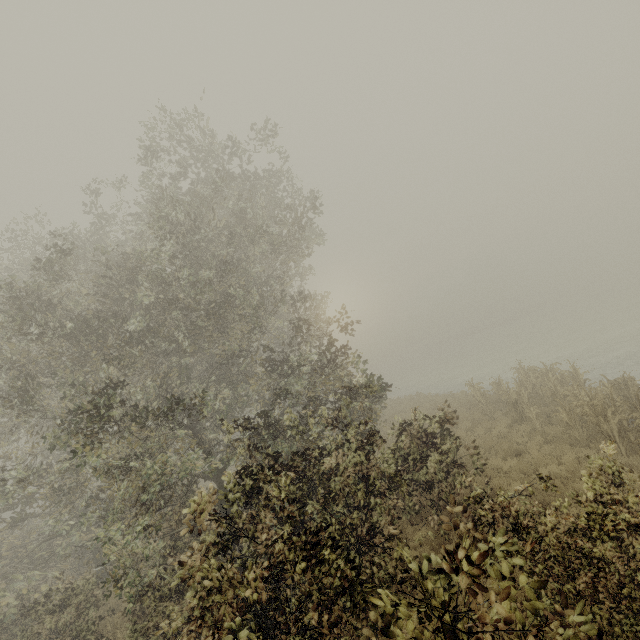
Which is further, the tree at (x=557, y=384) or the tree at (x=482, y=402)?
the tree at (x=482, y=402)

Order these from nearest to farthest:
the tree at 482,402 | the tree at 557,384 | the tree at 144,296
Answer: the tree at 144,296, the tree at 557,384, the tree at 482,402

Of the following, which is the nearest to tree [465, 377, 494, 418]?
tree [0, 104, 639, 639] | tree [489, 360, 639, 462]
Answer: tree [489, 360, 639, 462]

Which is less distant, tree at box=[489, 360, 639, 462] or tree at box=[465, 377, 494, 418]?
tree at box=[489, 360, 639, 462]

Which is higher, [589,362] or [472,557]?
[472,557]

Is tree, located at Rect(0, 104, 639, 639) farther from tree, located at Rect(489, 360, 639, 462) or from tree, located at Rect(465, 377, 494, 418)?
tree, located at Rect(465, 377, 494, 418)
